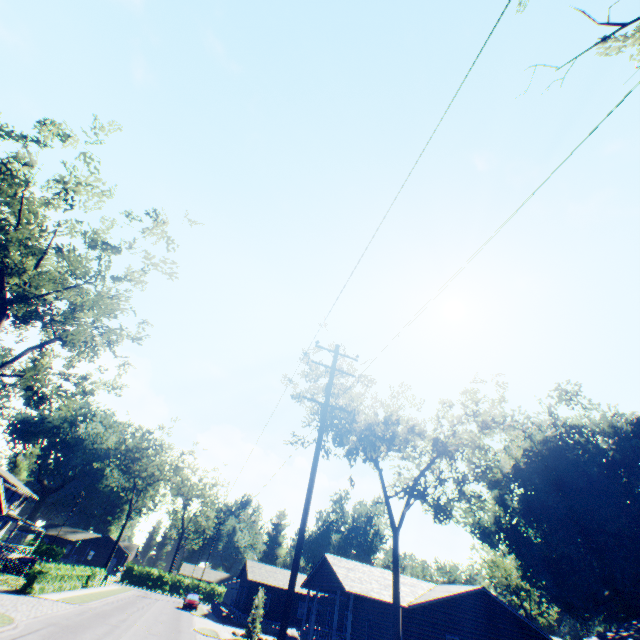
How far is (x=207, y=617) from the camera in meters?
37.7 m

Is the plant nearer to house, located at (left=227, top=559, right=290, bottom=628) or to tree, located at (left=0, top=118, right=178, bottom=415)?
tree, located at (left=0, top=118, right=178, bottom=415)

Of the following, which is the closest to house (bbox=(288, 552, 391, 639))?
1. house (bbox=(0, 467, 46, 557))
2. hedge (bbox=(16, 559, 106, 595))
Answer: hedge (bbox=(16, 559, 106, 595))

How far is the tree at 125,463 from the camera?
51.7m

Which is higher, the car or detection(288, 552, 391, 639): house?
detection(288, 552, 391, 639): house

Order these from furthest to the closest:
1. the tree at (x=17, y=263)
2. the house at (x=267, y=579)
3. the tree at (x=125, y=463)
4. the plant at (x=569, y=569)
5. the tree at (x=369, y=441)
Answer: the tree at (x=125, y=463) < the house at (x=267, y=579) < the plant at (x=569, y=569) < the tree at (x=369, y=441) < the tree at (x=17, y=263)

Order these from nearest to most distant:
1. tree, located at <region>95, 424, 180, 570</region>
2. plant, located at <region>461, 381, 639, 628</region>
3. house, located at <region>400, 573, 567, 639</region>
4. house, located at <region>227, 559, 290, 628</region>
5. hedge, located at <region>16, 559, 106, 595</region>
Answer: house, located at <region>400, 573, 567, 639</region>, hedge, located at <region>16, 559, 106, 595</region>, plant, located at <region>461, 381, 639, 628</region>, house, located at <region>227, 559, 290, 628</region>, tree, located at <region>95, 424, 180, 570</region>

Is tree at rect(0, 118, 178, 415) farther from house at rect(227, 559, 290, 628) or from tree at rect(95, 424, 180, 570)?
tree at rect(95, 424, 180, 570)
